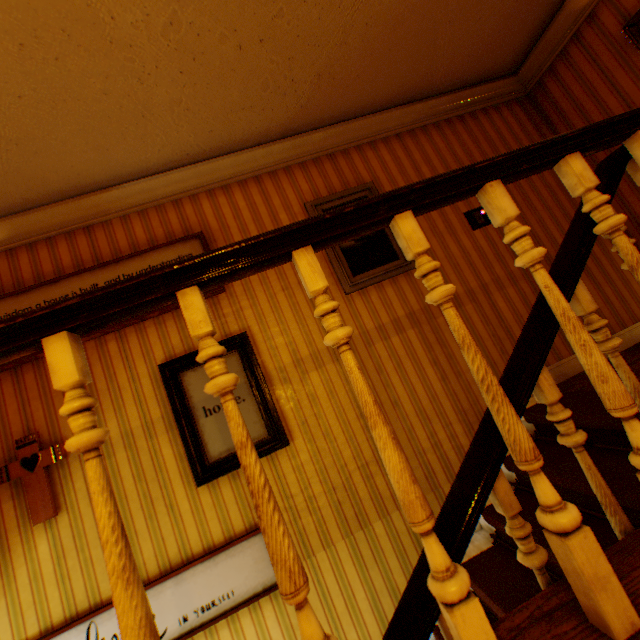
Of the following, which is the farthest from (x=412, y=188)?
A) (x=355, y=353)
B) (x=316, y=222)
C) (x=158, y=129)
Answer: (x=158, y=129)

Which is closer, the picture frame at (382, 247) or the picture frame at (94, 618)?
the picture frame at (94, 618)

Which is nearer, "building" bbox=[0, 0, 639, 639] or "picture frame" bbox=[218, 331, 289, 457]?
"building" bbox=[0, 0, 639, 639]

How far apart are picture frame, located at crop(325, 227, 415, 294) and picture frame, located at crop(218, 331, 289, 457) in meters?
1.0 m

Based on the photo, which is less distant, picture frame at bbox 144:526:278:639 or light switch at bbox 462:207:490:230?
picture frame at bbox 144:526:278:639

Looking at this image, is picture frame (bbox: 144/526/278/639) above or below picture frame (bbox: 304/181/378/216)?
below

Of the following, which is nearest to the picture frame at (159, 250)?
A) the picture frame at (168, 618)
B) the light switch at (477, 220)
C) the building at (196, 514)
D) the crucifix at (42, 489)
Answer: the building at (196, 514)

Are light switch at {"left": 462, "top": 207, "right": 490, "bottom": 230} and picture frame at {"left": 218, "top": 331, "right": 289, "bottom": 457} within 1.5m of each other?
no
